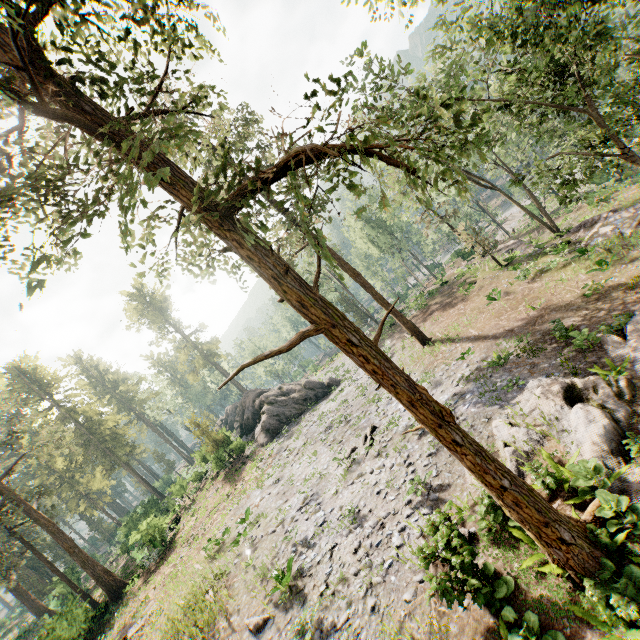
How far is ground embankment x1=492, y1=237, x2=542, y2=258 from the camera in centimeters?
2880cm

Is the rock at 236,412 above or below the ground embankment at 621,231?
above

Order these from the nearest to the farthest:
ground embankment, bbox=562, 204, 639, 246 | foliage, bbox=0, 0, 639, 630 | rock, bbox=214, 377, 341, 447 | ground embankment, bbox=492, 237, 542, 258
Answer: foliage, bbox=0, 0, 639, 630
ground embankment, bbox=562, 204, 639, 246
ground embankment, bbox=492, 237, 542, 258
rock, bbox=214, 377, 341, 447

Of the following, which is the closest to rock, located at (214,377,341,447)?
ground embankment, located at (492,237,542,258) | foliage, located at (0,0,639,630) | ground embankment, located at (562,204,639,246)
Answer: foliage, located at (0,0,639,630)

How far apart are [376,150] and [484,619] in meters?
26.9 m

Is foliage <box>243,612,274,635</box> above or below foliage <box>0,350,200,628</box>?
below

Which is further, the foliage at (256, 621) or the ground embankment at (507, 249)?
the ground embankment at (507, 249)

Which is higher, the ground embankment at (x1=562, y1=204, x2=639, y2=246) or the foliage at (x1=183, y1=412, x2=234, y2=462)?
the foliage at (x1=183, y1=412, x2=234, y2=462)
